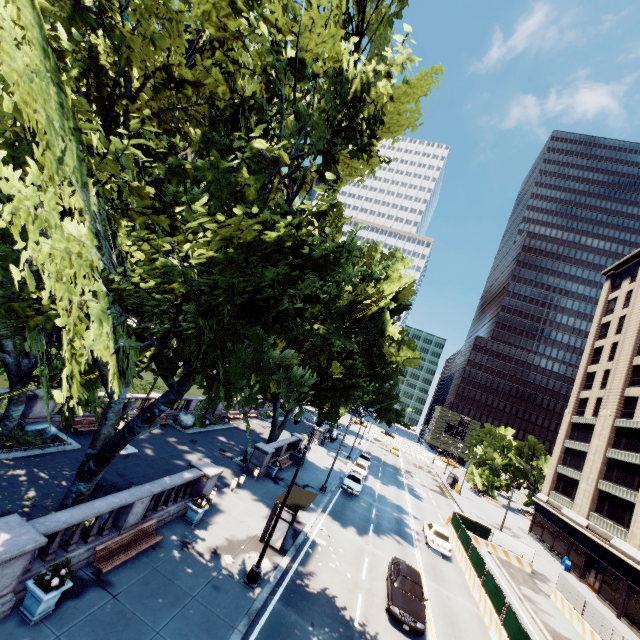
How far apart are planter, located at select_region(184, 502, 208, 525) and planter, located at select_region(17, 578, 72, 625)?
6.7m

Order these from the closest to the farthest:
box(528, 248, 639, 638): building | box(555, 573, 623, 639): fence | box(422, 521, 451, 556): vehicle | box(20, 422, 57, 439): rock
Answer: box(20, 422, 57, 439): rock
box(555, 573, 623, 639): fence
box(422, 521, 451, 556): vehicle
box(528, 248, 639, 638): building

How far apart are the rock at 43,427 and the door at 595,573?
49.9 meters

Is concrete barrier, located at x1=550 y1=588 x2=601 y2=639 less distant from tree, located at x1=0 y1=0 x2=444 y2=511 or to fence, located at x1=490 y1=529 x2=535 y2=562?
fence, located at x1=490 y1=529 x2=535 y2=562

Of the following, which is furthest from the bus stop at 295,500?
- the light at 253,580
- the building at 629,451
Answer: the building at 629,451

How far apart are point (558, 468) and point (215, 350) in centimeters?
5779cm

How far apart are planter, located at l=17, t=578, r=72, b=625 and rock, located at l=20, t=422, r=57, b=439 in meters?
10.9 m

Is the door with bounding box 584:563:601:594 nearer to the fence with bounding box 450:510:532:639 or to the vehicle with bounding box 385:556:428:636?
the fence with bounding box 450:510:532:639
